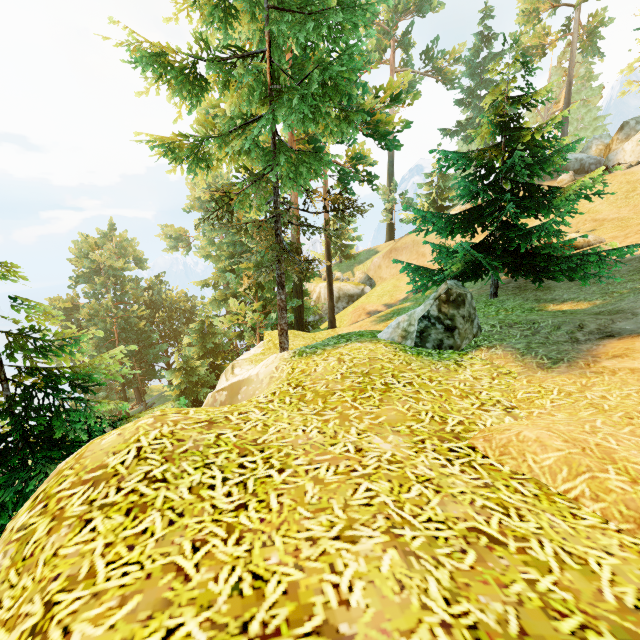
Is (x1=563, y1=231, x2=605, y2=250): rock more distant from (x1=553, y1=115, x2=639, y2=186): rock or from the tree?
(x1=553, y1=115, x2=639, y2=186): rock

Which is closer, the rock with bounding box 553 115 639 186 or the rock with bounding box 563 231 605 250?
the rock with bounding box 563 231 605 250

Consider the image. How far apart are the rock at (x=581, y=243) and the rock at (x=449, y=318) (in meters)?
11.30

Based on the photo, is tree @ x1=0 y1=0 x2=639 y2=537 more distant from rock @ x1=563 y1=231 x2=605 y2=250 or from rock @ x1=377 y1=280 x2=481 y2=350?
rock @ x1=377 y1=280 x2=481 y2=350

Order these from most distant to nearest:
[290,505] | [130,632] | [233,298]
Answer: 1. [233,298]
2. [290,505]
3. [130,632]

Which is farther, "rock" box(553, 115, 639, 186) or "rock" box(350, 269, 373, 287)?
"rock" box(350, 269, 373, 287)

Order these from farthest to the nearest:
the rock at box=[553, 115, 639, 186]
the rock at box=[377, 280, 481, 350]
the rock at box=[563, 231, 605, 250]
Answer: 1. the rock at box=[553, 115, 639, 186]
2. the rock at box=[563, 231, 605, 250]
3. the rock at box=[377, 280, 481, 350]

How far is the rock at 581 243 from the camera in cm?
1442
